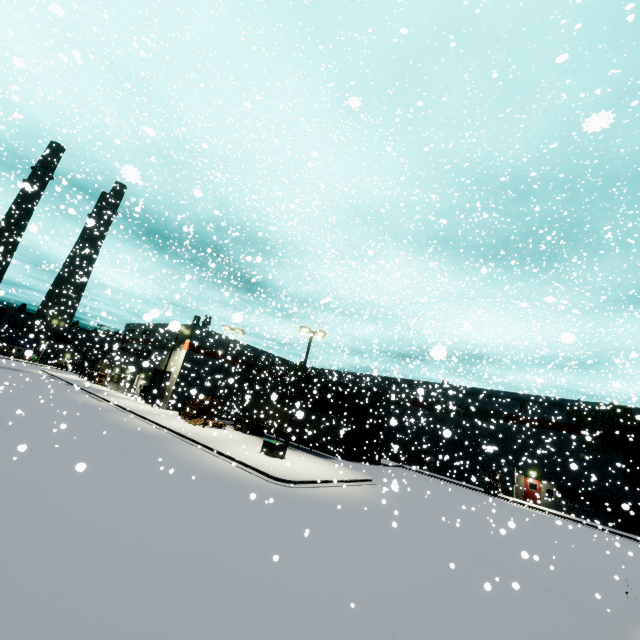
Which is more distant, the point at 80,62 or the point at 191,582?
the point at 80,62

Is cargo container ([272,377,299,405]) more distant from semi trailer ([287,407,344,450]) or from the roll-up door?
the roll-up door

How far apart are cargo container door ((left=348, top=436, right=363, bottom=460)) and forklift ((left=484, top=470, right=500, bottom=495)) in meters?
12.4 m

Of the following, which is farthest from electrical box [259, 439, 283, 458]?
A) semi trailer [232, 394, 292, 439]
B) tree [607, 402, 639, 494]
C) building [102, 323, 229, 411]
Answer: tree [607, 402, 639, 494]

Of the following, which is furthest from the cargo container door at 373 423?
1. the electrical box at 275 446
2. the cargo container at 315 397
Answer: the electrical box at 275 446

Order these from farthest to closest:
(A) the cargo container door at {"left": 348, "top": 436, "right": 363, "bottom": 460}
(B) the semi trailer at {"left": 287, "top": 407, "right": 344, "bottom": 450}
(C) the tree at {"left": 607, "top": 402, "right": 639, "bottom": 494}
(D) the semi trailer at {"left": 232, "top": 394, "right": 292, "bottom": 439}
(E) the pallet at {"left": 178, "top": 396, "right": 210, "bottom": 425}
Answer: (A) the cargo container door at {"left": 348, "top": 436, "right": 363, "bottom": 460}
(D) the semi trailer at {"left": 232, "top": 394, "right": 292, "bottom": 439}
(E) the pallet at {"left": 178, "top": 396, "right": 210, "bottom": 425}
(B) the semi trailer at {"left": 287, "top": 407, "right": 344, "bottom": 450}
(C) the tree at {"left": 607, "top": 402, "right": 639, "bottom": 494}

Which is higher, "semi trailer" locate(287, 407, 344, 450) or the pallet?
"semi trailer" locate(287, 407, 344, 450)

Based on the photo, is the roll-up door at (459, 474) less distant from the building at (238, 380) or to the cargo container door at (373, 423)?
the building at (238, 380)
